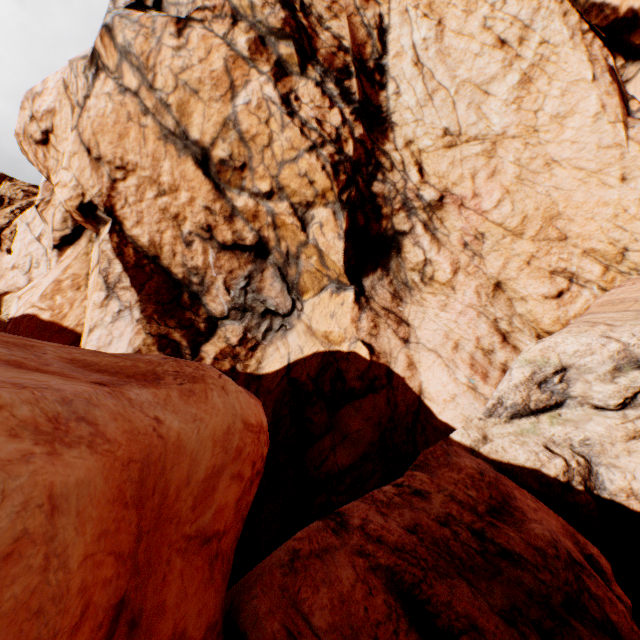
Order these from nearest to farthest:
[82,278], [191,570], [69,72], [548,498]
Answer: [191,570] < [548,498] < [69,72] < [82,278]
